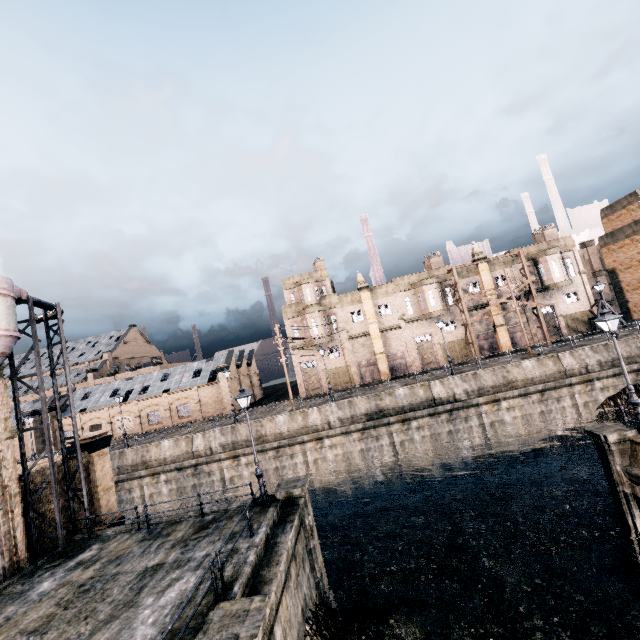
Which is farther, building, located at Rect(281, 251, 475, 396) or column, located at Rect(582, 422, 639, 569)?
building, located at Rect(281, 251, 475, 396)

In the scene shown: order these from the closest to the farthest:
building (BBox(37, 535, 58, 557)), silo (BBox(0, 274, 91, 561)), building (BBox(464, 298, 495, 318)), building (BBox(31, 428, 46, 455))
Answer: silo (BBox(0, 274, 91, 561)) < building (BBox(37, 535, 58, 557)) < building (BBox(464, 298, 495, 318)) < building (BBox(31, 428, 46, 455))

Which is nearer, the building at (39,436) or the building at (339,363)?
the building at (339,363)

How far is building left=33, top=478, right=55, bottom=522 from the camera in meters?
16.6 m

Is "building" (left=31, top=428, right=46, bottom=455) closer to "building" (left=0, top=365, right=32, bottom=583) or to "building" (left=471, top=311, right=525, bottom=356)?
"building" (left=0, top=365, right=32, bottom=583)

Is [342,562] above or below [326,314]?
below

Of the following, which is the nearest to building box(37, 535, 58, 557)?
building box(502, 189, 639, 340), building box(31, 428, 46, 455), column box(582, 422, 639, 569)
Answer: building box(502, 189, 639, 340)

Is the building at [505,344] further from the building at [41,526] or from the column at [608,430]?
the column at [608,430]
